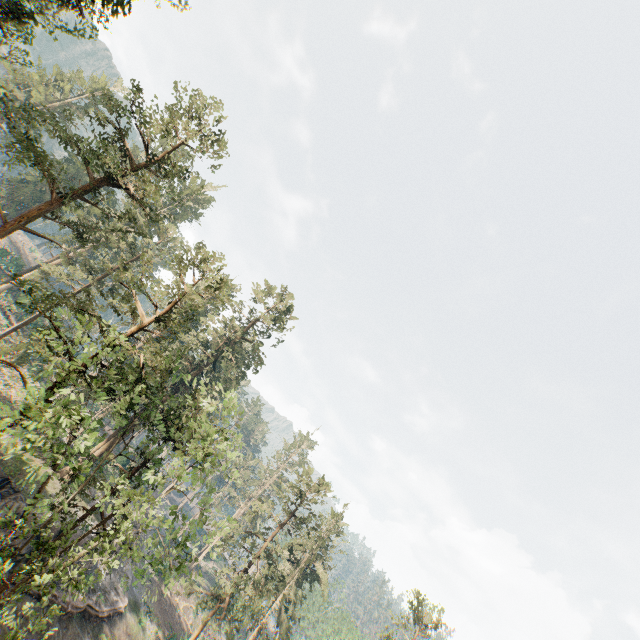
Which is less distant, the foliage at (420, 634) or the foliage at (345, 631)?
the foliage at (420, 634)

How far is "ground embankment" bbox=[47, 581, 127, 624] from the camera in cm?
2597

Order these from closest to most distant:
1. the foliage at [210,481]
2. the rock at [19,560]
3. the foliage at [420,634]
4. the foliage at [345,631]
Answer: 1. the foliage at [210,481]
2. the rock at [19,560]
3. the foliage at [420,634]
4. the foliage at [345,631]

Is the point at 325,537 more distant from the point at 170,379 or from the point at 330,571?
the point at 170,379

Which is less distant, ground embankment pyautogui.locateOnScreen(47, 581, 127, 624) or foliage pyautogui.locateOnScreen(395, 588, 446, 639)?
ground embankment pyautogui.locateOnScreen(47, 581, 127, 624)

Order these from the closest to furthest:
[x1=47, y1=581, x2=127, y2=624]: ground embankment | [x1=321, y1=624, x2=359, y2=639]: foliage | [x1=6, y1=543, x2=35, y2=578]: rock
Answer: [x1=6, y1=543, x2=35, y2=578]: rock → [x1=47, y1=581, x2=127, y2=624]: ground embankment → [x1=321, y1=624, x2=359, y2=639]: foliage

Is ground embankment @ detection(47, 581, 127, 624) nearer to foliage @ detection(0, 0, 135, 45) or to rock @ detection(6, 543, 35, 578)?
rock @ detection(6, 543, 35, 578)
